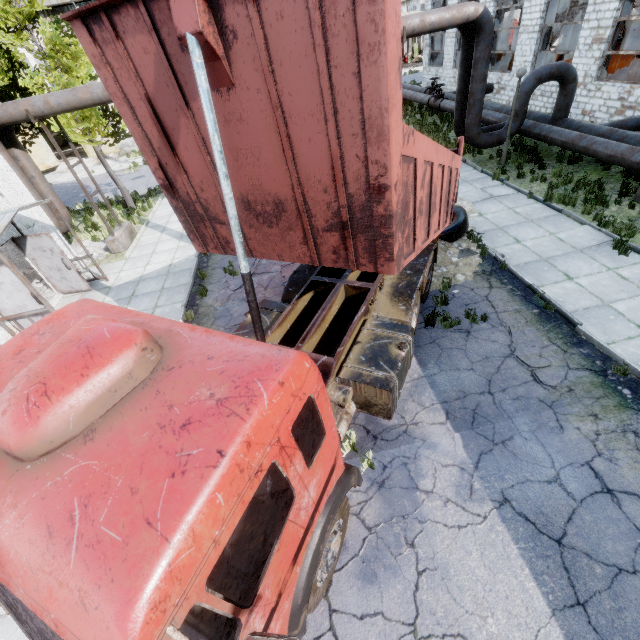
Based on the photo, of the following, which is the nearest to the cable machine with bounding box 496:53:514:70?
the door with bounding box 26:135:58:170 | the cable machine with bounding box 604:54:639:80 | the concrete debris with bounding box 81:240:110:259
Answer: the cable machine with bounding box 604:54:639:80

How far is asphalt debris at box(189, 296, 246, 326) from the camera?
8.9 meters

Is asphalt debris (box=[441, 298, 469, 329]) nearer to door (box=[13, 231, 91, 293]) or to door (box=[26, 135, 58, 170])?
door (box=[13, 231, 91, 293])

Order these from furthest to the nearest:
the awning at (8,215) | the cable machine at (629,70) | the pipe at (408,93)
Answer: the pipe at (408,93) < the cable machine at (629,70) < the awning at (8,215)

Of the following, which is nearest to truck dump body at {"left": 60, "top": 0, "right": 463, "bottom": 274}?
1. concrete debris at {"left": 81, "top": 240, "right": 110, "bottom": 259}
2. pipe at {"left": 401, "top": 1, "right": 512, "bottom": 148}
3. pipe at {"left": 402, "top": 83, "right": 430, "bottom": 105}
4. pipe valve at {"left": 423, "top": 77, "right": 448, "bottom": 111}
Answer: pipe at {"left": 401, "top": 1, "right": 512, "bottom": 148}

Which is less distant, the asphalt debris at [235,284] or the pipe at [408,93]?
the asphalt debris at [235,284]

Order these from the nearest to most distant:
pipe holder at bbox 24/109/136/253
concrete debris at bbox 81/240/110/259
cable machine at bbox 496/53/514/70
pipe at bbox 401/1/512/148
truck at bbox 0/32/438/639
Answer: truck at bbox 0/32/438/639
pipe at bbox 401/1/512/148
pipe holder at bbox 24/109/136/253
concrete debris at bbox 81/240/110/259
cable machine at bbox 496/53/514/70

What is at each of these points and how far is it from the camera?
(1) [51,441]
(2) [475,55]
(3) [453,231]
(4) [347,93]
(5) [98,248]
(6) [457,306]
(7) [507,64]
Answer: (1) truck, 1.92m
(2) pipe, 11.33m
(3) wire roll, 9.26m
(4) truck dump body, 2.54m
(5) concrete debris, 13.65m
(6) asphalt debris, 7.63m
(7) cable machine, 23.25m
